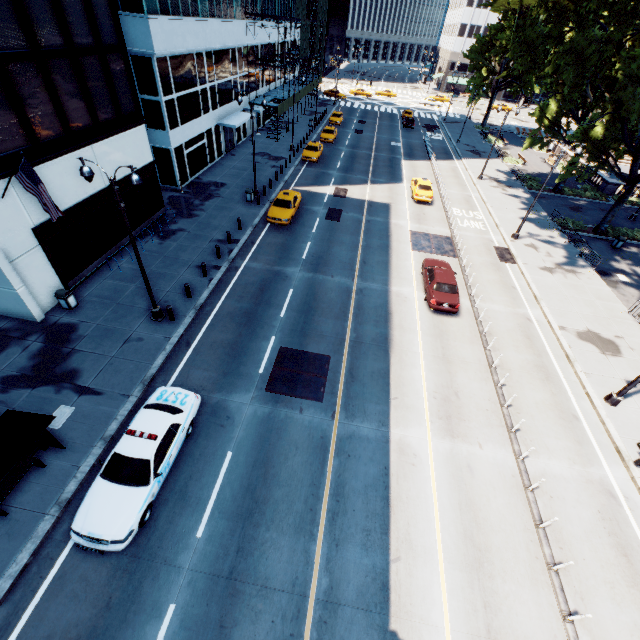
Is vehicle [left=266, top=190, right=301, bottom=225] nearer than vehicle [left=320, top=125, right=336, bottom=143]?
Yes

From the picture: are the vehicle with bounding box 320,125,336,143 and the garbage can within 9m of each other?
no

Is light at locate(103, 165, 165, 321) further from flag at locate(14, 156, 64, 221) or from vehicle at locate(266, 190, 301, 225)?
vehicle at locate(266, 190, 301, 225)

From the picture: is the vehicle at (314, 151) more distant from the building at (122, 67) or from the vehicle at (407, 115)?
the vehicle at (407, 115)

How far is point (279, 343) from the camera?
16.2 meters

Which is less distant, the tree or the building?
the building

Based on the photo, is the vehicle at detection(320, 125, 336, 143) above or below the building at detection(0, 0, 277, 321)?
below

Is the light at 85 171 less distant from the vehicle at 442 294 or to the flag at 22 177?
the flag at 22 177
